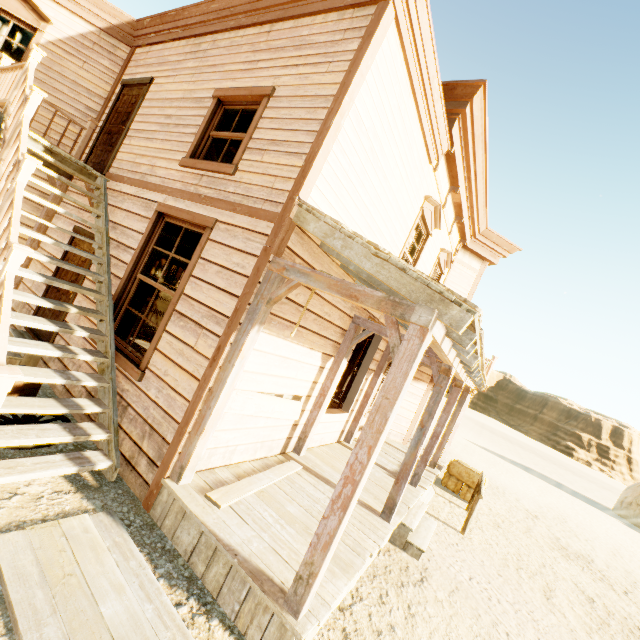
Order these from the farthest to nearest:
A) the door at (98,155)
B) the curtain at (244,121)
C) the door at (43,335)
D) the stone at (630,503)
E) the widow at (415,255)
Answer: the stone at (630,503) < the widow at (415,255) < the door at (98,155) < the door at (43,335) < the curtain at (244,121)

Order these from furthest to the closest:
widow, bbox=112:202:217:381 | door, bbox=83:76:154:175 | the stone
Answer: the stone
door, bbox=83:76:154:175
widow, bbox=112:202:217:381

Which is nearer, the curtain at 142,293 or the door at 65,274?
the curtain at 142,293

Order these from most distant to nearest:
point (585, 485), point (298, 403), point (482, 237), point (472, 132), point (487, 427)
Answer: point (487, 427)
point (585, 485)
point (482, 237)
point (472, 132)
point (298, 403)

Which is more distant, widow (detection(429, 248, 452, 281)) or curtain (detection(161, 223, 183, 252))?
widow (detection(429, 248, 452, 281))

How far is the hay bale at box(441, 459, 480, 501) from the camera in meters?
9.2

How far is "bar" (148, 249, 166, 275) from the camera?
8.9m

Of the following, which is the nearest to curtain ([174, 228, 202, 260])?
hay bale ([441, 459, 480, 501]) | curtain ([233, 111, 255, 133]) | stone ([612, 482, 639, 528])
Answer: curtain ([233, 111, 255, 133])
